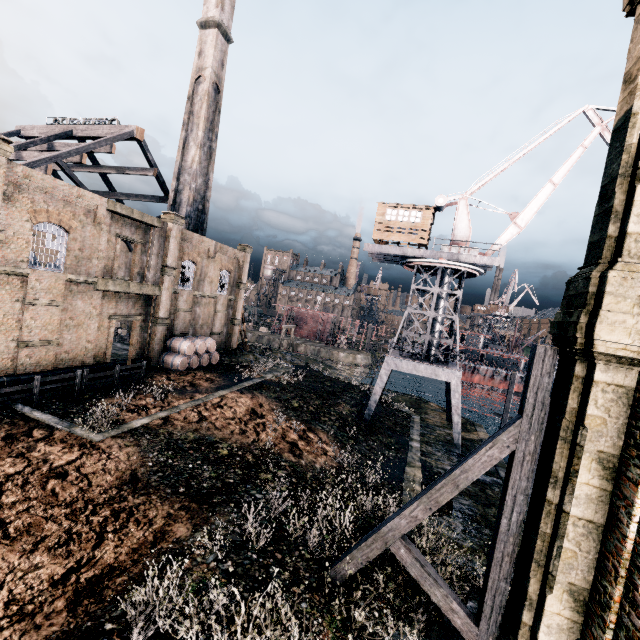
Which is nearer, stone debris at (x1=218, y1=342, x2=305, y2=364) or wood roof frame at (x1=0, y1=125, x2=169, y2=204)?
wood roof frame at (x1=0, y1=125, x2=169, y2=204)

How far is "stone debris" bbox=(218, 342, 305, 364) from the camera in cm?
3538

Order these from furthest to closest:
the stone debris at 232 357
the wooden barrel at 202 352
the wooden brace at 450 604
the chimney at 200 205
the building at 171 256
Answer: the stone debris at 232 357 → the chimney at 200 205 → the wooden barrel at 202 352 → the building at 171 256 → the wooden brace at 450 604

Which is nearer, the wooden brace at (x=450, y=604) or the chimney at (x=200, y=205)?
the wooden brace at (x=450, y=604)

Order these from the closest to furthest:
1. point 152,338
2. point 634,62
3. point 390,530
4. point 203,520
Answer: point 634,62, point 390,530, point 203,520, point 152,338

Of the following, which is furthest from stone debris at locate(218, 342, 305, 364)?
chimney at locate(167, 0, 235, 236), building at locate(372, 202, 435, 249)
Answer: building at locate(372, 202, 435, 249)

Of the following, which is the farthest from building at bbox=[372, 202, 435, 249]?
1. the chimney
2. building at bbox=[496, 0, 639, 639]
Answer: building at bbox=[496, 0, 639, 639]

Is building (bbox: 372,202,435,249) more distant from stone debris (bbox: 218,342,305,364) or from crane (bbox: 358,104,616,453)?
stone debris (bbox: 218,342,305,364)
